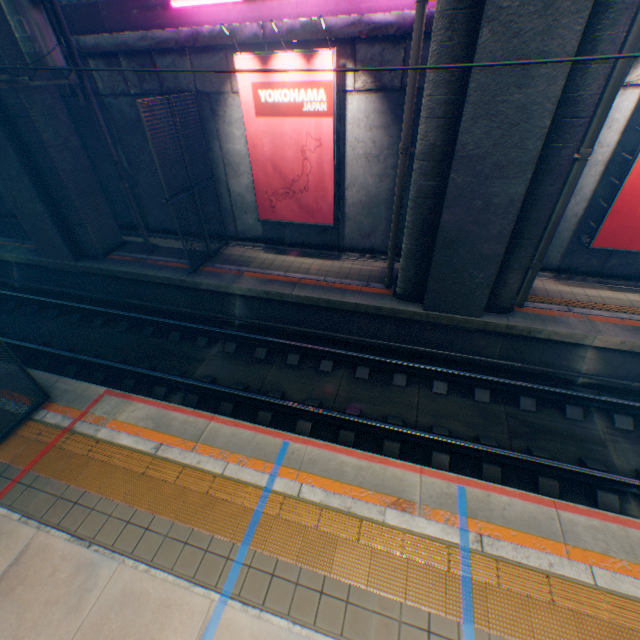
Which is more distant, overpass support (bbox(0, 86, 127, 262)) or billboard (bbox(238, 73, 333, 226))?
overpass support (bbox(0, 86, 127, 262))

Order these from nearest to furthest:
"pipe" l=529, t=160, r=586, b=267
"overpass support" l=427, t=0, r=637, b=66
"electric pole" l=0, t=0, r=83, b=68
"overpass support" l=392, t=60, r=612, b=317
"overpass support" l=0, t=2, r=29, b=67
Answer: "overpass support" l=427, t=0, r=637, b=66 → "overpass support" l=392, t=60, r=612, b=317 → "pipe" l=529, t=160, r=586, b=267 → "electric pole" l=0, t=0, r=83, b=68 → "overpass support" l=0, t=2, r=29, b=67

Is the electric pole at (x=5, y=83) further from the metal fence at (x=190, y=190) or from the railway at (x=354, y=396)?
the metal fence at (x=190, y=190)

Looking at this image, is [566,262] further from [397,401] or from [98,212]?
[98,212]

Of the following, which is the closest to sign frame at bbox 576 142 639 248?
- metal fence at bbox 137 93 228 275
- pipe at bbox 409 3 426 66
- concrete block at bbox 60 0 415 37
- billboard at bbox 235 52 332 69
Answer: concrete block at bbox 60 0 415 37

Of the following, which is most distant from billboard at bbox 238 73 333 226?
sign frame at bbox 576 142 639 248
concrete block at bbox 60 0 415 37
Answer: sign frame at bbox 576 142 639 248

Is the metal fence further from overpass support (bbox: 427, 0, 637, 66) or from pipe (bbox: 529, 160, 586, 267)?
pipe (bbox: 529, 160, 586, 267)

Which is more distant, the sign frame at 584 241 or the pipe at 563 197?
the sign frame at 584 241
